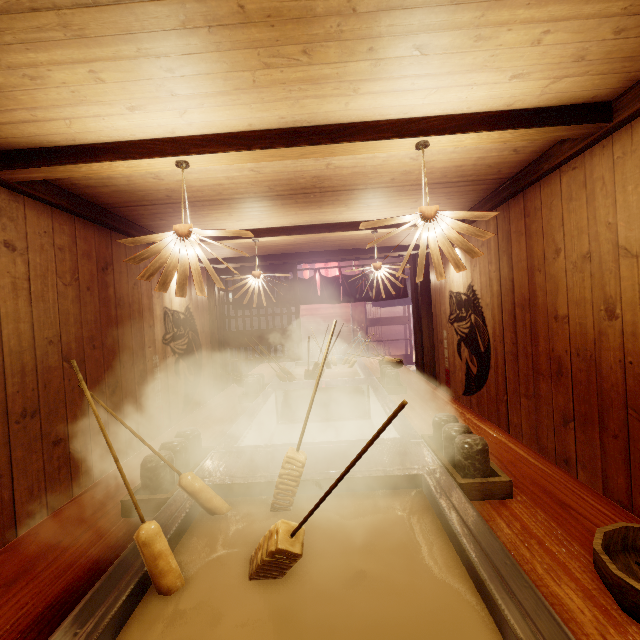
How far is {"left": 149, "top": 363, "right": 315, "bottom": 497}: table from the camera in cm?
213

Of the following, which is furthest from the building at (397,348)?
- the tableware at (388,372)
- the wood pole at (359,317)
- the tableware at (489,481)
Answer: the tableware at (489,481)

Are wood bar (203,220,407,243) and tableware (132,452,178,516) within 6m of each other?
yes

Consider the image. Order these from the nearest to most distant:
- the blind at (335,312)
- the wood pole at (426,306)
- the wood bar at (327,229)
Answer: the wood bar at (327,229), the wood pole at (426,306), the blind at (335,312)

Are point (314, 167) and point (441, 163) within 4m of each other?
yes

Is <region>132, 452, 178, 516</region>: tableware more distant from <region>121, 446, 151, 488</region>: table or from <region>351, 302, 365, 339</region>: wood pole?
<region>351, 302, 365, 339</region>: wood pole

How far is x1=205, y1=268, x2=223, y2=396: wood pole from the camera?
10.1m

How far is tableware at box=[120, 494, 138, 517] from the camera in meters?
2.0 m
